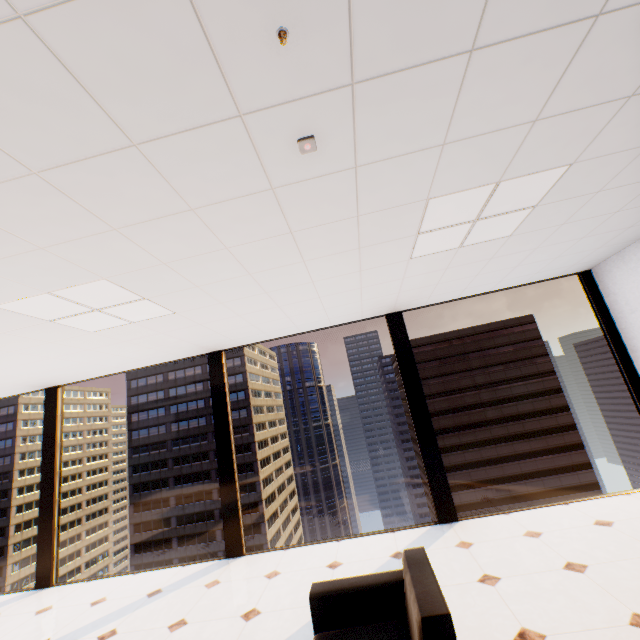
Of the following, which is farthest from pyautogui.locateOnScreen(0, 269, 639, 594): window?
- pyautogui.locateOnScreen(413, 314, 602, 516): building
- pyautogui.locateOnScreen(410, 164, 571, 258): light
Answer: pyautogui.locateOnScreen(413, 314, 602, 516): building

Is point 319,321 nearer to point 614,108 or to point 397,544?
point 397,544

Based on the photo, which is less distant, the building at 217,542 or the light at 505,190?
the light at 505,190

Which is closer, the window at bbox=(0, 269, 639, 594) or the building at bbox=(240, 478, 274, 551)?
the window at bbox=(0, 269, 639, 594)

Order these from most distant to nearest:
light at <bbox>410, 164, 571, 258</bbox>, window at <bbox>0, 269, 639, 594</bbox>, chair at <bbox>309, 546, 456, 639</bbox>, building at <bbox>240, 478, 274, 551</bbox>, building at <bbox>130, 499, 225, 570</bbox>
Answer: building at <bbox>130, 499, 225, 570</bbox> < building at <bbox>240, 478, 274, 551</bbox> < window at <bbox>0, 269, 639, 594</bbox> < light at <bbox>410, 164, 571, 258</bbox> < chair at <bbox>309, 546, 456, 639</bbox>

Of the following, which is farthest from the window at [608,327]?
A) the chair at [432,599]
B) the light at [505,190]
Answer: the chair at [432,599]

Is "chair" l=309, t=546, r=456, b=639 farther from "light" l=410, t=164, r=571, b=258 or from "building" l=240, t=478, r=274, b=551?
"building" l=240, t=478, r=274, b=551

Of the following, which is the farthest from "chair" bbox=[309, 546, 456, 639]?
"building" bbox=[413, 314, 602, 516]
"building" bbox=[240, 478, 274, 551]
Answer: "building" bbox=[240, 478, 274, 551]
